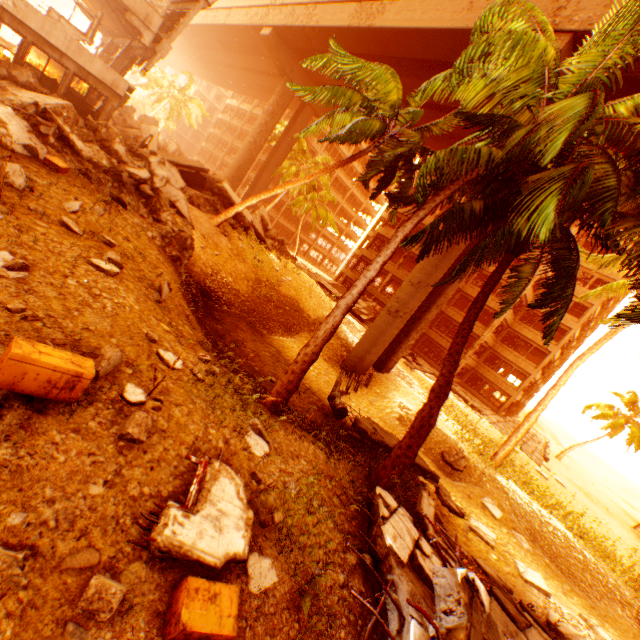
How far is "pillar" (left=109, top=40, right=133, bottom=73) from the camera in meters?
17.5 m

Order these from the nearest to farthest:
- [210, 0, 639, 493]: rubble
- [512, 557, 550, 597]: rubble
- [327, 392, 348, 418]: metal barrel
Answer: [210, 0, 639, 493]: rubble
[512, 557, 550, 597]: rubble
[327, 392, 348, 418]: metal barrel

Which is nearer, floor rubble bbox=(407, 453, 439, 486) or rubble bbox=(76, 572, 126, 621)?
rubble bbox=(76, 572, 126, 621)

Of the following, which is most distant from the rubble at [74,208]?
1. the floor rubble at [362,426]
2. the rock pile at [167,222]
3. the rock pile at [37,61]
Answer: the rock pile at [37,61]

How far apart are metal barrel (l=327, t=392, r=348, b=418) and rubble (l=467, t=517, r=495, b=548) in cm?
564

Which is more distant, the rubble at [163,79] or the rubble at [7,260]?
the rubble at [163,79]

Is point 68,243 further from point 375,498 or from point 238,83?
point 238,83

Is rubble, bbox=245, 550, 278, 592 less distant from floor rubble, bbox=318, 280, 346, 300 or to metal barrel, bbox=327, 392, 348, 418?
metal barrel, bbox=327, 392, 348, 418
